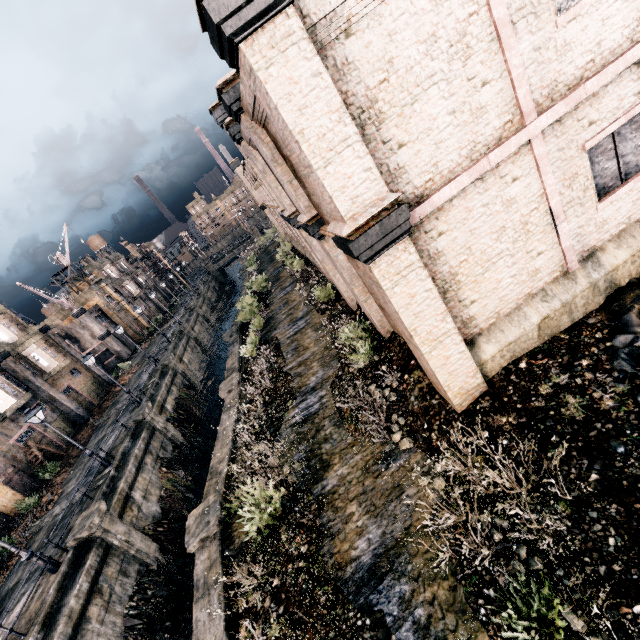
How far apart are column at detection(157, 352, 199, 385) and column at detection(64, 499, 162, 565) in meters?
16.0 m

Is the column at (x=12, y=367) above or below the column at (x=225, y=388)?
above

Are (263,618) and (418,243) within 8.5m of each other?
no

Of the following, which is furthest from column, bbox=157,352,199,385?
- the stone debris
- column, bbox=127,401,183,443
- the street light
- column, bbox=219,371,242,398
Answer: the stone debris

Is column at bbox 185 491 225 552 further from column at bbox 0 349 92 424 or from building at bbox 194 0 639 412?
column at bbox 0 349 92 424

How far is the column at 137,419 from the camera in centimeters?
2358cm

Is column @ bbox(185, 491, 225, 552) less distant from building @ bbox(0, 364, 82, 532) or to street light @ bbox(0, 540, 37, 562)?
street light @ bbox(0, 540, 37, 562)

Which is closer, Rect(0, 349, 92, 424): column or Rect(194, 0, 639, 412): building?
Rect(194, 0, 639, 412): building
